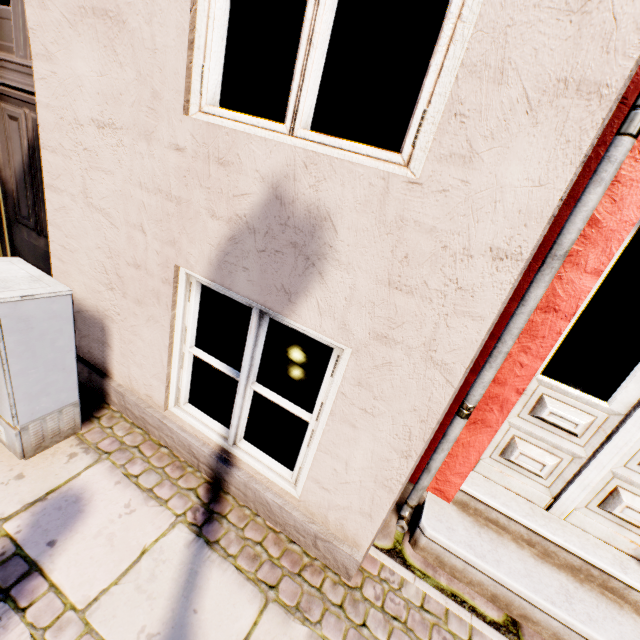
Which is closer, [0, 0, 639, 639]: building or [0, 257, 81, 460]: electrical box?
[0, 0, 639, 639]: building

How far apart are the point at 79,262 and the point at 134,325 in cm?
60

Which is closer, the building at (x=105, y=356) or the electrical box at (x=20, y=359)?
the building at (x=105, y=356)
